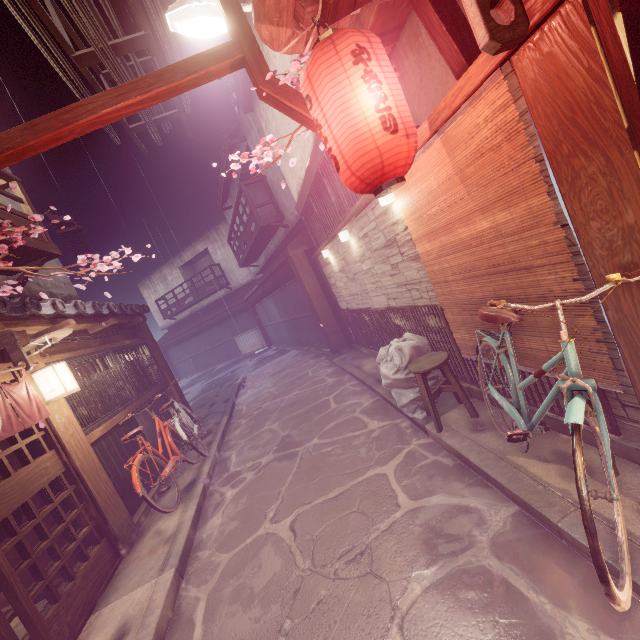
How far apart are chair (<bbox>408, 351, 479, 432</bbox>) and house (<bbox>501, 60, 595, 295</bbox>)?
2.45m

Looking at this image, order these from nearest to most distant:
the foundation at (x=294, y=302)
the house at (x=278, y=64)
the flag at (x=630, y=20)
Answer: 1. the flag at (x=630, y=20)
2. the house at (x=278, y=64)
3. the foundation at (x=294, y=302)

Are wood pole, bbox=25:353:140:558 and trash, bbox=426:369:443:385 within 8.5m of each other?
yes

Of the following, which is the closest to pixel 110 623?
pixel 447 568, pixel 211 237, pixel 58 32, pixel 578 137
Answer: pixel 447 568

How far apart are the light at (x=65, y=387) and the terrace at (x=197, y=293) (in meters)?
31.26

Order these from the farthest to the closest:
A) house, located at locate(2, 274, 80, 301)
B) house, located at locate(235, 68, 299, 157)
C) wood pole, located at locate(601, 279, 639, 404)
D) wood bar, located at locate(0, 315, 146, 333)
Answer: house, located at locate(235, 68, 299, 157)
house, located at locate(2, 274, 80, 301)
wood bar, located at locate(0, 315, 146, 333)
wood pole, located at locate(601, 279, 639, 404)

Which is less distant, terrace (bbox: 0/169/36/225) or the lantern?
the lantern

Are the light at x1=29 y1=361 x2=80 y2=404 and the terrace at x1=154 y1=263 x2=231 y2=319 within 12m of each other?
no
